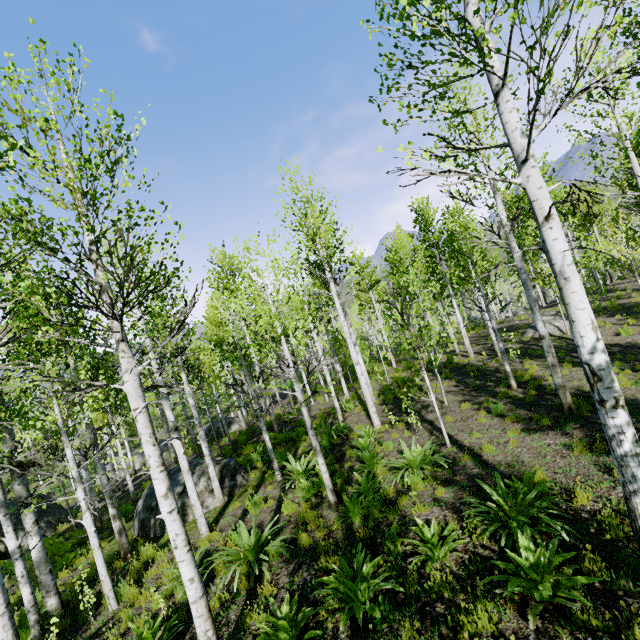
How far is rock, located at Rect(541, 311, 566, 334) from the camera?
17.17m

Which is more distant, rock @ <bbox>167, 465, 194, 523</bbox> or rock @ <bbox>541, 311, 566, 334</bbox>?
rock @ <bbox>541, 311, 566, 334</bbox>

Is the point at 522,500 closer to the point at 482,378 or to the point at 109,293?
the point at 109,293

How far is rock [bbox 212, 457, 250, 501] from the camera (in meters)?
10.86

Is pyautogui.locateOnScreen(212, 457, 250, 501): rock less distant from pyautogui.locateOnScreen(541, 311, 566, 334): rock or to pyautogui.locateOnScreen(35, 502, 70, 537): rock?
pyautogui.locateOnScreen(35, 502, 70, 537): rock

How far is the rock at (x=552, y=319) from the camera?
17.2 meters

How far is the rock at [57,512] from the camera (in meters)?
15.59
